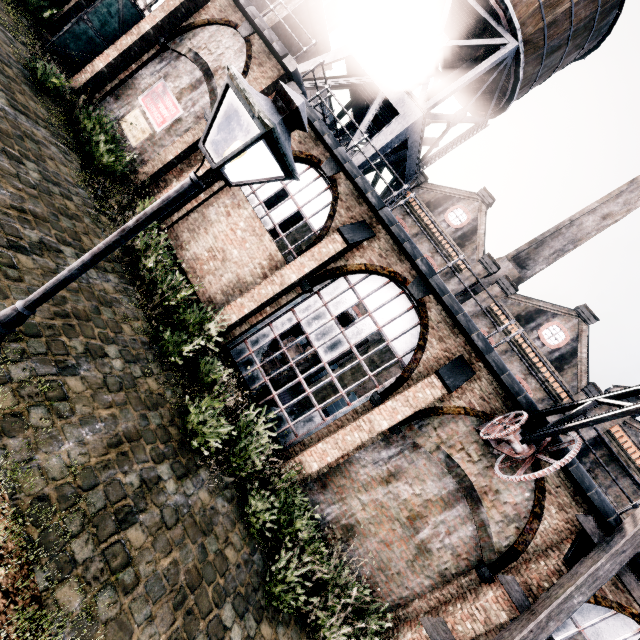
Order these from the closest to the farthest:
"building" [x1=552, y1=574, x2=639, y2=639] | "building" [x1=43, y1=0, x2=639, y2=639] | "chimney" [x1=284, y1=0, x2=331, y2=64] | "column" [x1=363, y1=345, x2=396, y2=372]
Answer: "building" [x1=552, y1=574, x2=639, y2=639] → "building" [x1=43, y1=0, x2=639, y2=639] → "column" [x1=363, y1=345, x2=396, y2=372] → "chimney" [x1=284, y1=0, x2=331, y2=64]

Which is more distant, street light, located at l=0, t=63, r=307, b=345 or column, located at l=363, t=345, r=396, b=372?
column, located at l=363, t=345, r=396, b=372

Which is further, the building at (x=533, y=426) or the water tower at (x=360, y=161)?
the water tower at (x=360, y=161)

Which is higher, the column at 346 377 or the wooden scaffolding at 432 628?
the column at 346 377

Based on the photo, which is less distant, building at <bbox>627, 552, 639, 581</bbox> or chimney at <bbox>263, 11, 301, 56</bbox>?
building at <bbox>627, 552, 639, 581</bbox>

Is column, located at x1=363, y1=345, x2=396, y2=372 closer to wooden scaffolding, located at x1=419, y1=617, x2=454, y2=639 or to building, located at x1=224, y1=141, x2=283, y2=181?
building, located at x1=224, y1=141, x2=283, y2=181

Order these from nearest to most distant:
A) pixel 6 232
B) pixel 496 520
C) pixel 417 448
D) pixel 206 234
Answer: pixel 6 232 → pixel 496 520 → pixel 417 448 → pixel 206 234

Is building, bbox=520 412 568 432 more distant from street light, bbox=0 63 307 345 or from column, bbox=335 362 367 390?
street light, bbox=0 63 307 345
